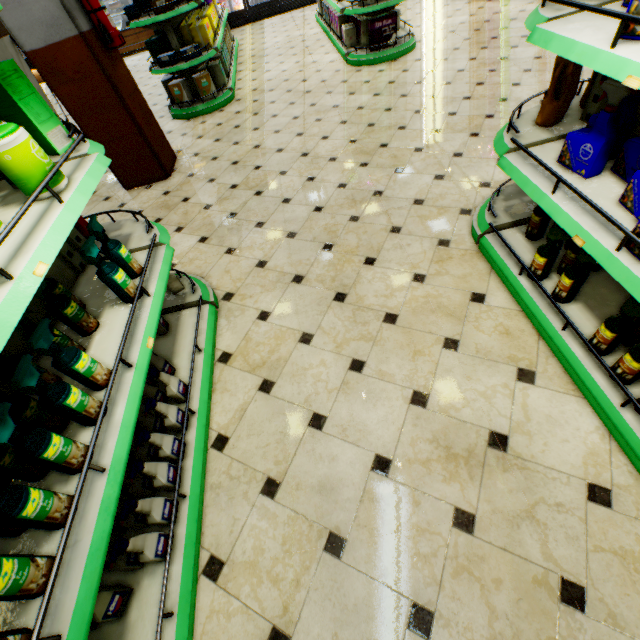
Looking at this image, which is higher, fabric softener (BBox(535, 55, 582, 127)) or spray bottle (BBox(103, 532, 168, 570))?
fabric softener (BBox(535, 55, 582, 127))

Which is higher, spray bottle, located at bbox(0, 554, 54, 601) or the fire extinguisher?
the fire extinguisher

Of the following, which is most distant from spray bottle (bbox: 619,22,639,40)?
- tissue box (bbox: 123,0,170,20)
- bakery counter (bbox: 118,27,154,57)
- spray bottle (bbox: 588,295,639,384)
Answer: bakery counter (bbox: 118,27,154,57)

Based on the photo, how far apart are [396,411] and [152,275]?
1.7 meters

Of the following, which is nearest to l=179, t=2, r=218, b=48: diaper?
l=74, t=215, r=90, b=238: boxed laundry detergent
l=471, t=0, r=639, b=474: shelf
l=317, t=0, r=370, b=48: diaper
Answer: l=317, t=0, r=370, b=48: diaper

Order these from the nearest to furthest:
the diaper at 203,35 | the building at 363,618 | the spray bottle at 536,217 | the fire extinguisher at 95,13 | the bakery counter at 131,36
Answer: the building at 363,618 → the spray bottle at 536,217 → the fire extinguisher at 95,13 → the diaper at 203,35 → the bakery counter at 131,36

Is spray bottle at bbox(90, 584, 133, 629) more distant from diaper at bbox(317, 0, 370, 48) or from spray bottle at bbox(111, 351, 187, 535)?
diaper at bbox(317, 0, 370, 48)

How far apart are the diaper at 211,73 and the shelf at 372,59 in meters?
2.2 m
